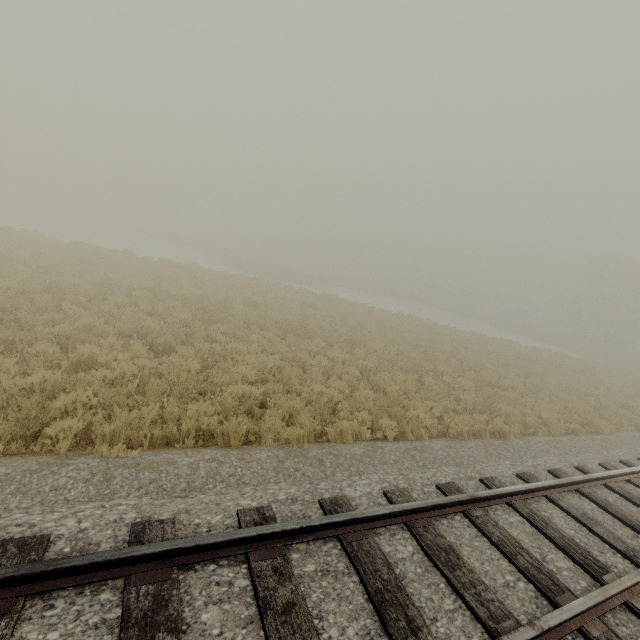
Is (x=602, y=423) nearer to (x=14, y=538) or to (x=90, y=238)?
(x=14, y=538)
